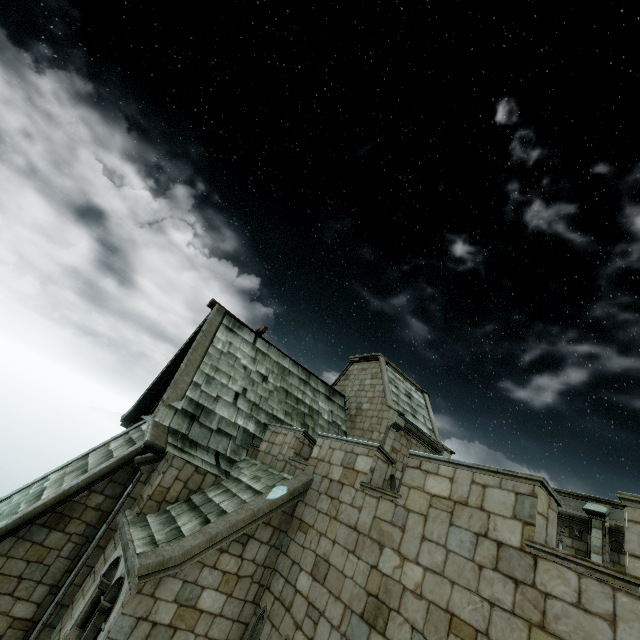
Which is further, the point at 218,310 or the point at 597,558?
the point at 218,310
